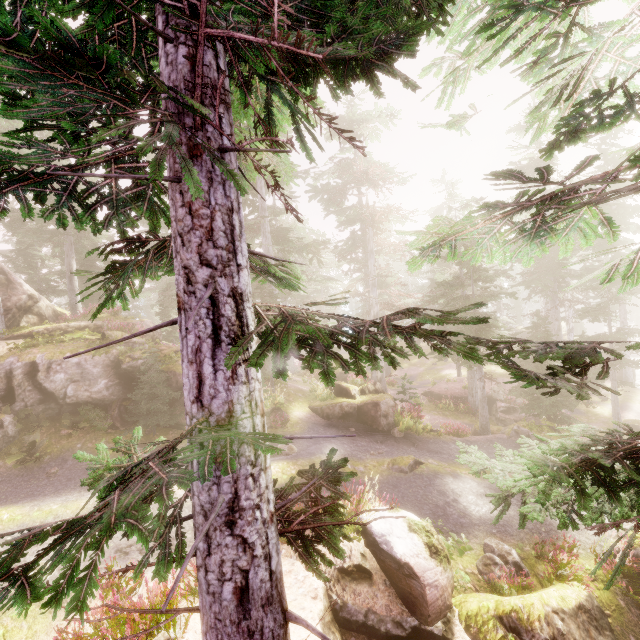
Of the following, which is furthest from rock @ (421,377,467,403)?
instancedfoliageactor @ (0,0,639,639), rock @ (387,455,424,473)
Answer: rock @ (387,455,424,473)

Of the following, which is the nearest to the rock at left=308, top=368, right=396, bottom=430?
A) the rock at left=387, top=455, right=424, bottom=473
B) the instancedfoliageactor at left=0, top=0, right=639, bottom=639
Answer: the instancedfoliageactor at left=0, top=0, right=639, bottom=639

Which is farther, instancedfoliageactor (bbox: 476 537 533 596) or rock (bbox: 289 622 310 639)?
instancedfoliageactor (bbox: 476 537 533 596)

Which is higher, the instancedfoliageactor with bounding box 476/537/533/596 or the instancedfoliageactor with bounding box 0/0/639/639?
the instancedfoliageactor with bounding box 0/0/639/639

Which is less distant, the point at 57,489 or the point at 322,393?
the point at 57,489

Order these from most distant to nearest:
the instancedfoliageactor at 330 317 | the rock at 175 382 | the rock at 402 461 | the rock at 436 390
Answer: the rock at 436 390 < the rock at 175 382 < the rock at 402 461 < the instancedfoliageactor at 330 317

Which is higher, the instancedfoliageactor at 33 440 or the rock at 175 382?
the rock at 175 382
